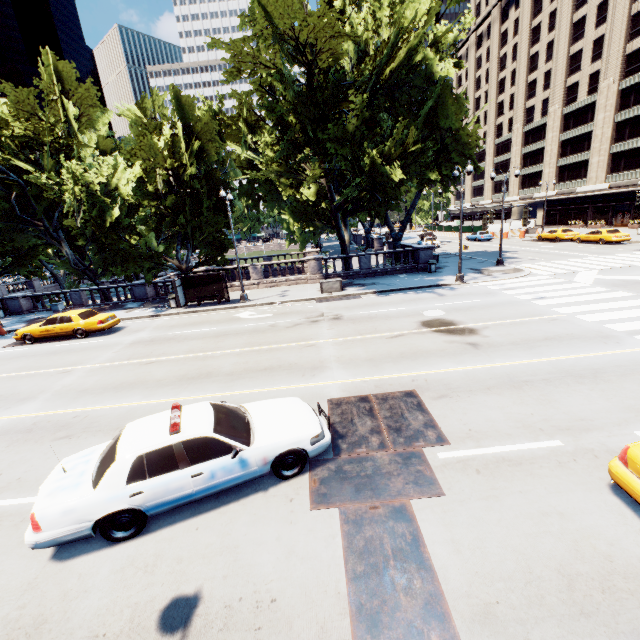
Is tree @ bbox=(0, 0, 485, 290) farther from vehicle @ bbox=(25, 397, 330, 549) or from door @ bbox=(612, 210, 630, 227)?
door @ bbox=(612, 210, 630, 227)

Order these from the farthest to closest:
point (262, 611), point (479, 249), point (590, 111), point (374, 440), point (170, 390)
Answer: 1. point (590, 111)
2. point (479, 249)
3. point (170, 390)
4. point (374, 440)
5. point (262, 611)

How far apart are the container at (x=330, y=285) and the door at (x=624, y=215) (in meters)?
46.23

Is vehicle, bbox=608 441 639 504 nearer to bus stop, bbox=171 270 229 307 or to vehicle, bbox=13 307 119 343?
bus stop, bbox=171 270 229 307

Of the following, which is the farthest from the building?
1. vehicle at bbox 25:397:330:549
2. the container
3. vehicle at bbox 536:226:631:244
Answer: vehicle at bbox 25:397:330:549

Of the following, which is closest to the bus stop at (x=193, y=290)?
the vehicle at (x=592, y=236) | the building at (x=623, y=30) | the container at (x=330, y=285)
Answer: the container at (x=330, y=285)

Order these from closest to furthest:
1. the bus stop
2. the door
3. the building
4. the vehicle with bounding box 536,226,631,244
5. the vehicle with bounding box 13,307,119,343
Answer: the vehicle with bounding box 13,307,119,343
the bus stop
the vehicle with bounding box 536,226,631,244
the building
the door

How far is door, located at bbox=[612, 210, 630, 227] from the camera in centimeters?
4356cm
